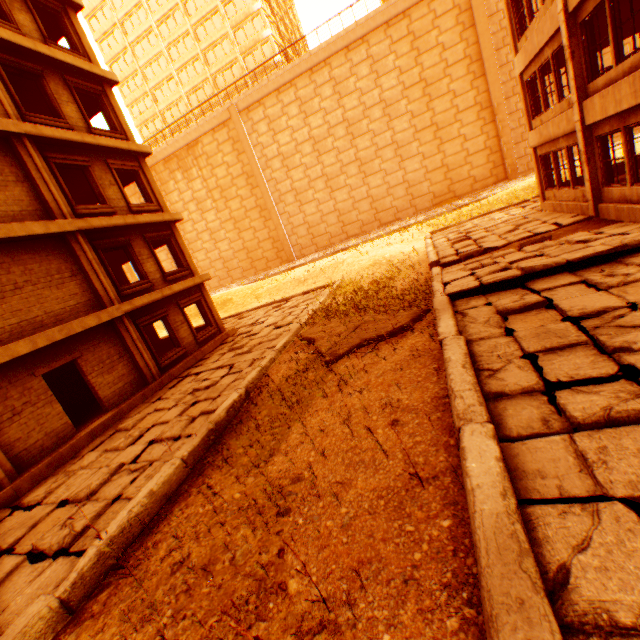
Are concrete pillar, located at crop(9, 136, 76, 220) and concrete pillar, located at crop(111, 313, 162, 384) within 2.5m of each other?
no

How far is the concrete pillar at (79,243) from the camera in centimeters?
1079cm

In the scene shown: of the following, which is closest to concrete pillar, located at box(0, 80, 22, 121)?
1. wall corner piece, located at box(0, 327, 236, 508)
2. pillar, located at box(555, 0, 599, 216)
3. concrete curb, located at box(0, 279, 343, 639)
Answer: wall corner piece, located at box(0, 327, 236, 508)

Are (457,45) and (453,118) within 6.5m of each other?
yes

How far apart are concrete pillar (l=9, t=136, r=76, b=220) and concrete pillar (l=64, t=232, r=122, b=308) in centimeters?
38cm

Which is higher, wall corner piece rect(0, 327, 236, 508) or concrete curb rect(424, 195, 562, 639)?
concrete curb rect(424, 195, 562, 639)

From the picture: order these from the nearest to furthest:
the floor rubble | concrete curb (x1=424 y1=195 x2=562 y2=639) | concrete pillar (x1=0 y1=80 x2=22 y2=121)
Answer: concrete curb (x1=424 y1=195 x2=562 y2=639) → the floor rubble → concrete pillar (x1=0 y1=80 x2=22 y2=121)

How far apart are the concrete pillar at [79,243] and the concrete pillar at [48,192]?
0.38m
